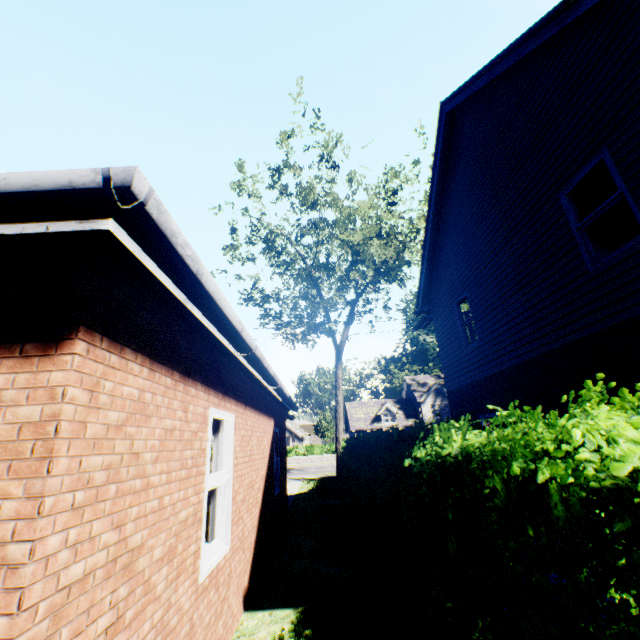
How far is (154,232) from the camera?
1.7m

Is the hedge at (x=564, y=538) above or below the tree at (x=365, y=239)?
below

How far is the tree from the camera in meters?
16.5

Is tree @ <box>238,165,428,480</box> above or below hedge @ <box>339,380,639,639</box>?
above

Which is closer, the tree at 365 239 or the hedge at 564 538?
the hedge at 564 538

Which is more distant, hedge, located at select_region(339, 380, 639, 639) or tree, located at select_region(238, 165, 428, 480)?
tree, located at select_region(238, 165, 428, 480)
